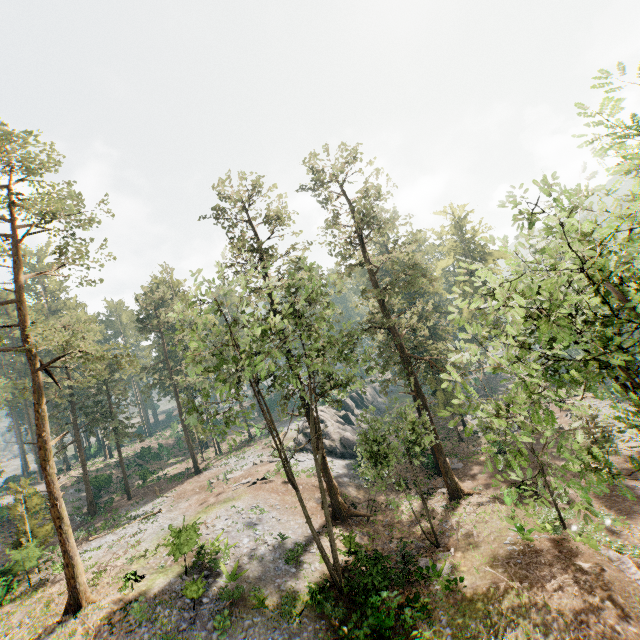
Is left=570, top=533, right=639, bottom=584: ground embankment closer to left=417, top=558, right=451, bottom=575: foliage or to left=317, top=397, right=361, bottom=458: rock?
left=417, top=558, right=451, bottom=575: foliage

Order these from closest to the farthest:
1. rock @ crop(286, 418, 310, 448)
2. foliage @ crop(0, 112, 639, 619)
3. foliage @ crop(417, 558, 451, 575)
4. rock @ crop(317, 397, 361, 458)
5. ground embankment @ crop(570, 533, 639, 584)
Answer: foliage @ crop(0, 112, 639, 619) < ground embankment @ crop(570, 533, 639, 584) < foliage @ crop(417, 558, 451, 575) < rock @ crop(317, 397, 361, 458) < rock @ crop(286, 418, 310, 448)

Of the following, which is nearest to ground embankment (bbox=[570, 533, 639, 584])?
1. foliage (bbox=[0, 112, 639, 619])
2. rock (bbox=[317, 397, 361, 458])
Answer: foliage (bbox=[0, 112, 639, 619])

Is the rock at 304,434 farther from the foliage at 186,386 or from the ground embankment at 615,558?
the ground embankment at 615,558

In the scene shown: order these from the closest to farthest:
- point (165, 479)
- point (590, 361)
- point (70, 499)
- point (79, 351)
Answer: point (590, 361) → point (79, 351) → point (70, 499) → point (165, 479)

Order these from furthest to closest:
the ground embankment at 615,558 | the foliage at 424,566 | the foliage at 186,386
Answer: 1. the foliage at 424,566
2. the ground embankment at 615,558
3. the foliage at 186,386

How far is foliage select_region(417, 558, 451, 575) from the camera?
18.2m
